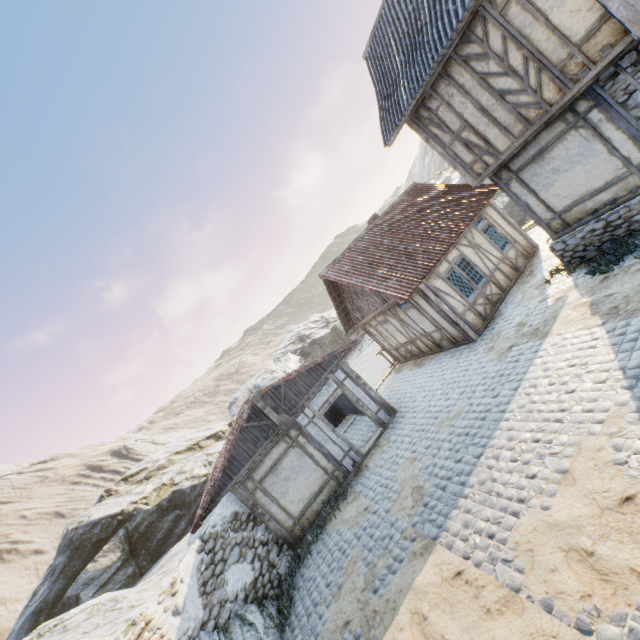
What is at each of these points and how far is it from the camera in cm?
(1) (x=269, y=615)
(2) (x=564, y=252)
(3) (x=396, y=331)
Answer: (1) rock, 828
(2) stone foundation, 998
(3) building, 1488

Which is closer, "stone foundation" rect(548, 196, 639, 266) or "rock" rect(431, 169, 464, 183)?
"stone foundation" rect(548, 196, 639, 266)

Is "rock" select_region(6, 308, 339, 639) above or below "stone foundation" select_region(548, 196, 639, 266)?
above

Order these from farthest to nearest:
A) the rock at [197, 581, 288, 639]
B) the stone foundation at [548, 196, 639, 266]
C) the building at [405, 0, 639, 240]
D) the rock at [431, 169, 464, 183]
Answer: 1. the rock at [431, 169, 464, 183]
2. the stone foundation at [548, 196, 639, 266]
3. the rock at [197, 581, 288, 639]
4. the building at [405, 0, 639, 240]

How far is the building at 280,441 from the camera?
10.4m

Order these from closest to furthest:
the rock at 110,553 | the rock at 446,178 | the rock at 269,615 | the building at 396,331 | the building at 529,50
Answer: the building at 529,50 → the rock at 269,615 → the rock at 110,553 → the building at 396,331 → the rock at 446,178

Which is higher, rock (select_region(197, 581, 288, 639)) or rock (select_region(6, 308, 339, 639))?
rock (select_region(6, 308, 339, 639))

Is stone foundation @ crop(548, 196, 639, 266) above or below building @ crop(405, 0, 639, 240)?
below
